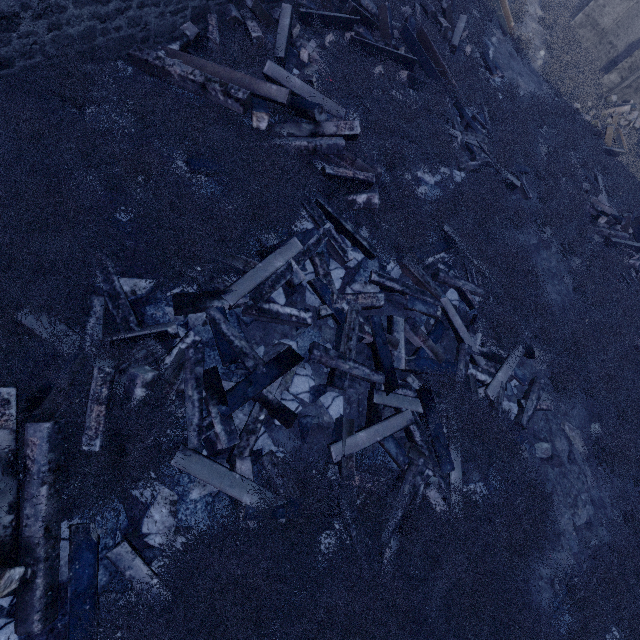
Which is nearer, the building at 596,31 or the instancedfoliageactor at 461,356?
the instancedfoliageactor at 461,356

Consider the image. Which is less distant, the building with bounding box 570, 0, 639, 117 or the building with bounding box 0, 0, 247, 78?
the building with bounding box 0, 0, 247, 78

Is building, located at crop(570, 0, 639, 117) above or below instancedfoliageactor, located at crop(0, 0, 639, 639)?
above

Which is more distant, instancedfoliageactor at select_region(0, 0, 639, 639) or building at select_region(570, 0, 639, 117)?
building at select_region(570, 0, 639, 117)

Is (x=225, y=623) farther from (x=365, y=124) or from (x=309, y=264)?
(x=365, y=124)

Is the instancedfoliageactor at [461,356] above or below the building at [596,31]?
below
